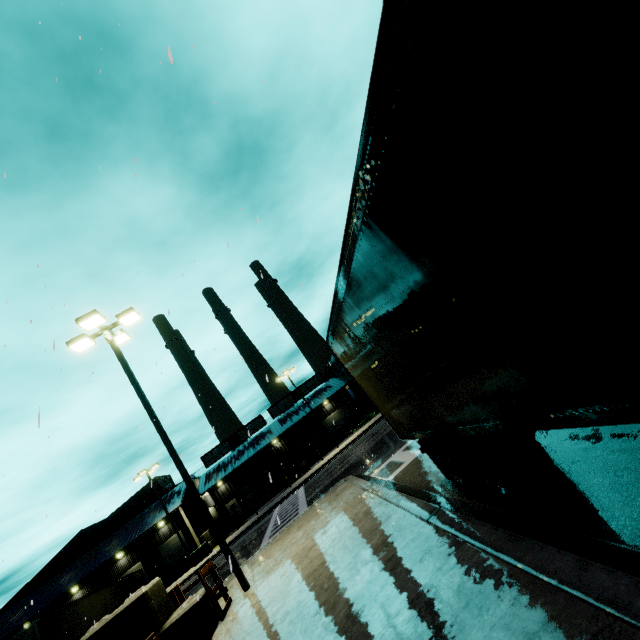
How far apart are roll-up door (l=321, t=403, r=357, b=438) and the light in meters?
39.8

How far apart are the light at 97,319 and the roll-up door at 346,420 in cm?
3979

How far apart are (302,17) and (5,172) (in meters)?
8.62

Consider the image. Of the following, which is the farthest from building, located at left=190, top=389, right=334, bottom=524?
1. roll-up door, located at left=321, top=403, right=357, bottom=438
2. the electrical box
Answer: the electrical box

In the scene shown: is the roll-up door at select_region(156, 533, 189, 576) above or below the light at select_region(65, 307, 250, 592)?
below

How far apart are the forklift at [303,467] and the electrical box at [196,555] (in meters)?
10.26

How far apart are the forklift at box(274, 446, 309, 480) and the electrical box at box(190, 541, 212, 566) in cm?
1026

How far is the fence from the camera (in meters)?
8.34
